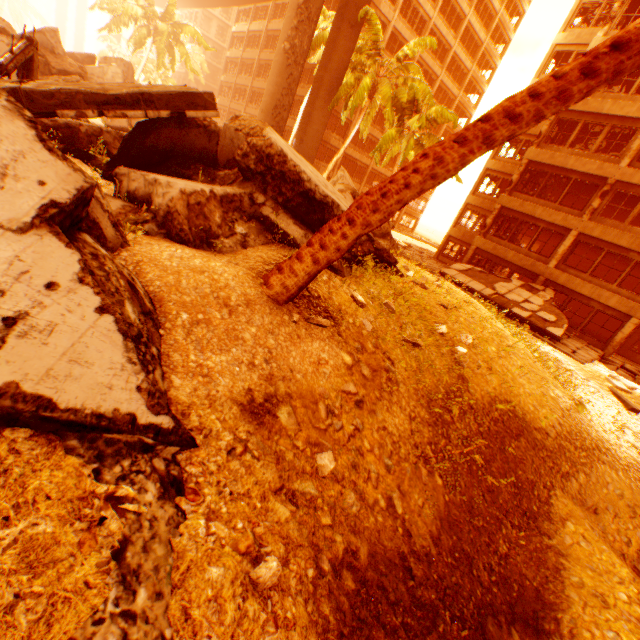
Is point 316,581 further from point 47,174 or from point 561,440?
point 561,440

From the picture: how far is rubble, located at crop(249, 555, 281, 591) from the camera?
2.1m

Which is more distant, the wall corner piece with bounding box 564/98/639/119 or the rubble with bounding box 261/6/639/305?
the wall corner piece with bounding box 564/98/639/119

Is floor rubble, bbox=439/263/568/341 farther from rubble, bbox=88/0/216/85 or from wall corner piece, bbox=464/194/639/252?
rubble, bbox=88/0/216/85

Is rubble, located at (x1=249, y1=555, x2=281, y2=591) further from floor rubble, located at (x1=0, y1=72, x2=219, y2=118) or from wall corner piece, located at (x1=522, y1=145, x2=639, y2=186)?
wall corner piece, located at (x1=522, y1=145, x2=639, y2=186)

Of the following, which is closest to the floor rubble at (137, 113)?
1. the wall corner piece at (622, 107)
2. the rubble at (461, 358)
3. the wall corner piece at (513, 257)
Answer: the rubble at (461, 358)

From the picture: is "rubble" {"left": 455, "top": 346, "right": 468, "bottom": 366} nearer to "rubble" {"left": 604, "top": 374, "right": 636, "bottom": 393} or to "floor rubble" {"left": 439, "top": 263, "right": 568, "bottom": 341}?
"rubble" {"left": 604, "top": 374, "right": 636, "bottom": 393}

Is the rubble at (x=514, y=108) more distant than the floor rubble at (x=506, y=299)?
No
